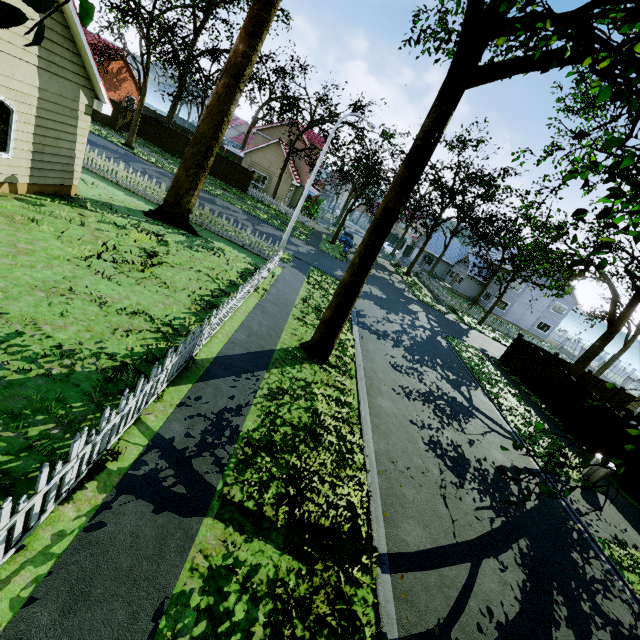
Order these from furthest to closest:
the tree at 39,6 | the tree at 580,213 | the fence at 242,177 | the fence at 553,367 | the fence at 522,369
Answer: the fence at 242,177 → the fence at 522,369 → the fence at 553,367 → the tree at 580,213 → the tree at 39,6

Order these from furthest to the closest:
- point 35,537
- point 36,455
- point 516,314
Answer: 1. point 516,314
2. point 36,455
3. point 35,537

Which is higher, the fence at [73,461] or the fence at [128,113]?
the fence at [128,113]

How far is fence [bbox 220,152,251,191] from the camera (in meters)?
32.91

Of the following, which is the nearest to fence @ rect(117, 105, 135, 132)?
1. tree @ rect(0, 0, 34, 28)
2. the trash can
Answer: tree @ rect(0, 0, 34, 28)

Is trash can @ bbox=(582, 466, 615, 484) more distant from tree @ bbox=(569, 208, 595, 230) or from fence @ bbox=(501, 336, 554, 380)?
tree @ bbox=(569, 208, 595, 230)
